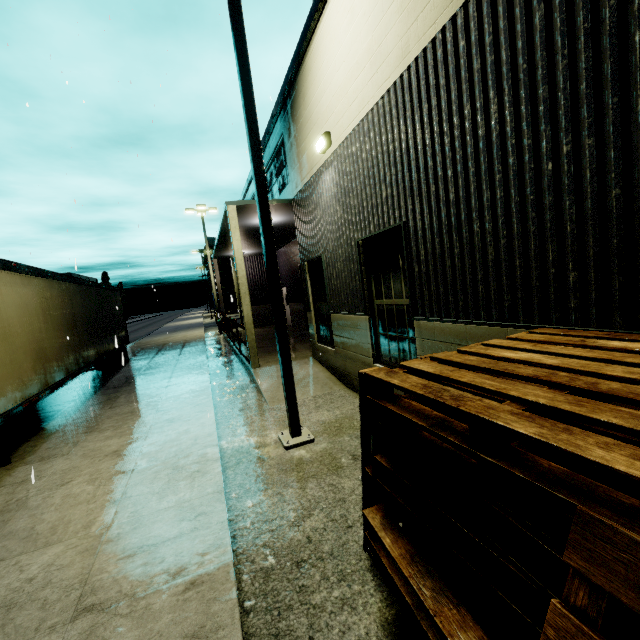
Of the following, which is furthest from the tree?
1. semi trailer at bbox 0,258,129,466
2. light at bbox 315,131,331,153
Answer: light at bbox 315,131,331,153

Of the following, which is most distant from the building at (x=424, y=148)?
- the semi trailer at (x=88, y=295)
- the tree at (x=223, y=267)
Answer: the semi trailer at (x=88, y=295)

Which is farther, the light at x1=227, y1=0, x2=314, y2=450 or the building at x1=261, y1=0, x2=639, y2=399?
the light at x1=227, y1=0, x2=314, y2=450

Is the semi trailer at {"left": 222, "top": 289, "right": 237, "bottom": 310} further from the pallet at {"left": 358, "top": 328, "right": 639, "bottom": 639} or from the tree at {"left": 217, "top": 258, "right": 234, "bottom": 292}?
the tree at {"left": 217, "top": 258, "right": 234, "bottom": 292}

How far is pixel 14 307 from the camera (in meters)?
6.25

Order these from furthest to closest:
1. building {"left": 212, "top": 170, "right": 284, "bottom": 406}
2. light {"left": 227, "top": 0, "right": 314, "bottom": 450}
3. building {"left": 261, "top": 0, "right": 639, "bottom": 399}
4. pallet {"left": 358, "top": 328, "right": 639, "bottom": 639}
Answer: building {"left": 212, "top": 170, "right": 284, "bottom": 406} → light {"left": 227, "top": 0, "right": 314, "bottom": 450} → building {"left": 261, "top": 0, "right": 639, "bottom": 399} → pallet {"left": 358, "top": 328, "right": 639, "bottom": 639}

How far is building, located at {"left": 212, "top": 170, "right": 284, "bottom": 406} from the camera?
9.3 meters

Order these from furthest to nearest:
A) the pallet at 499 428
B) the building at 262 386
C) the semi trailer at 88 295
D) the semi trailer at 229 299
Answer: the semi trailer at 229 299 < the building at 262 386 < the semi trailer at 88 295 < the pallet at 499 428
